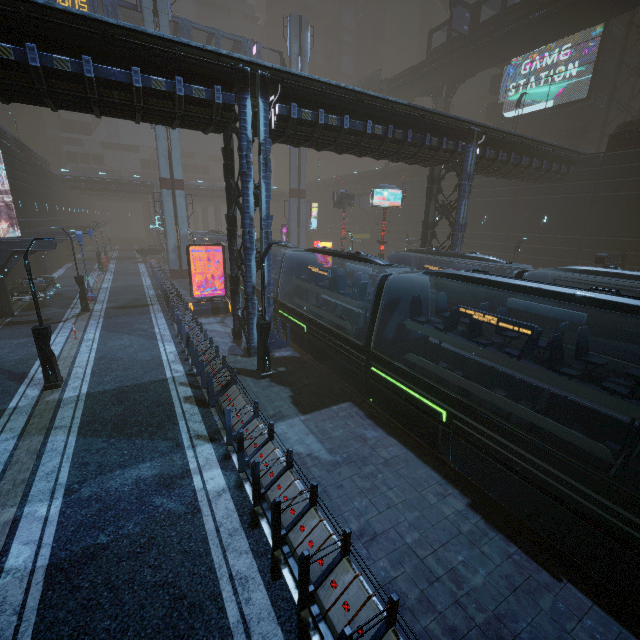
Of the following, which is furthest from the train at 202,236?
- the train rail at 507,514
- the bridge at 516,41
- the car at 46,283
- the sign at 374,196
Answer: the bridge at 516,41

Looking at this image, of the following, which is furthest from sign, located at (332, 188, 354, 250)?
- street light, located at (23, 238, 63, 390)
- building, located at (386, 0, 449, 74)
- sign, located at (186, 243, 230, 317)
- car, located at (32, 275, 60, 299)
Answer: car, located at (32, 275, 60, 299)

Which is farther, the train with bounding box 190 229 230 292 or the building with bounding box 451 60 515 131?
the building with bounding box 451 60 515 131

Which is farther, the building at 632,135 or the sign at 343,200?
the sign at 343,200

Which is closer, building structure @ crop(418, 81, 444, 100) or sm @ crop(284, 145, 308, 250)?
sm @ crop(284, 145, 308, 250)

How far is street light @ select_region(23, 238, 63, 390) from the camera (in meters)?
11.14

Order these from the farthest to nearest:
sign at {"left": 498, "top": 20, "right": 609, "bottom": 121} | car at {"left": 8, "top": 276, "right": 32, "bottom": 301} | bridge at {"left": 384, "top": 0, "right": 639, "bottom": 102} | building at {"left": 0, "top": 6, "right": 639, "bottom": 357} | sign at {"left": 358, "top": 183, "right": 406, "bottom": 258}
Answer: sign at {"left": 498, "top": 20, "right": 609, "bottom": 121} < sign at {"left": 358, "top": 183, "right": 406, "bottom": 258} < bridge at {"left": 384, "top": 0, "right": 639, "bottom": 102} < car at {"left": 8, "top": 276, "right": 32, "bottom": 301} < building at {"left": 0, "top": 6, "right": 639, "bottom": 357}

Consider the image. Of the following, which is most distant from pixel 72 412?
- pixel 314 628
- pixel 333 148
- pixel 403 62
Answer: pixel 403 62
